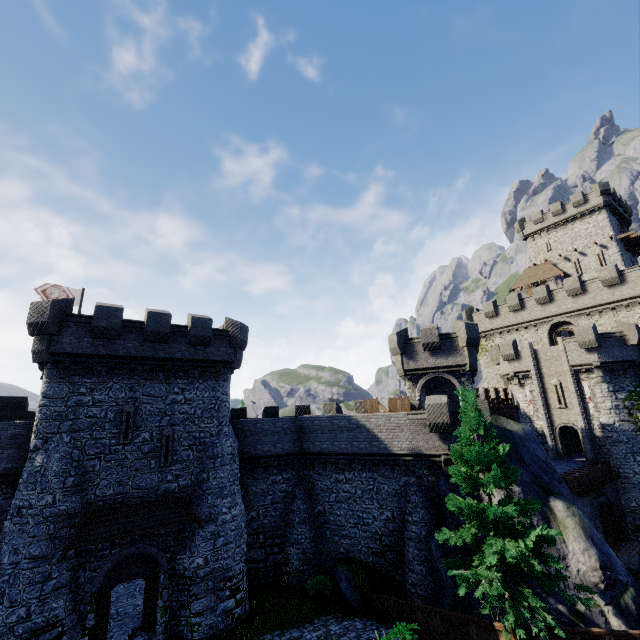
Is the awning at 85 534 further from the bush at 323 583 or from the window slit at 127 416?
the bush at 323 583

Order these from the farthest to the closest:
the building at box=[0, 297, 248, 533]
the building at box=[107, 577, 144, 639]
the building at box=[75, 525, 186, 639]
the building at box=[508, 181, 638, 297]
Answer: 1. the building at box=[508, 181, 638, 297]
2. the building at box=[107, 577, 144, 639]
3. the building at box=[0, 297, 248, 533]
4. the building at box=[75, 525, 186, 639]

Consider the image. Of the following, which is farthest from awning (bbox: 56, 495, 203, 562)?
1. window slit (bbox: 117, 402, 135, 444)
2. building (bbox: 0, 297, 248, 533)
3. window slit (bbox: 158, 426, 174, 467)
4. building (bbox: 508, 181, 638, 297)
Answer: building (bbox: 508, 181, 638, 297)

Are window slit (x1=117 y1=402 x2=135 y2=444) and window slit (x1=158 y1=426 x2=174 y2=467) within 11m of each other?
yes

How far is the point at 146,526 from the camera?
16.6 meters

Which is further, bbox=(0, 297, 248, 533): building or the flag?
the flag

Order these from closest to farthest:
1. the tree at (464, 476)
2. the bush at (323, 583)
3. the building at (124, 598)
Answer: the tree at (464, 476) → the building at (124, 598) → the bush at (323, 583)

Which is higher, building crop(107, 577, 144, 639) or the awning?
the awning
